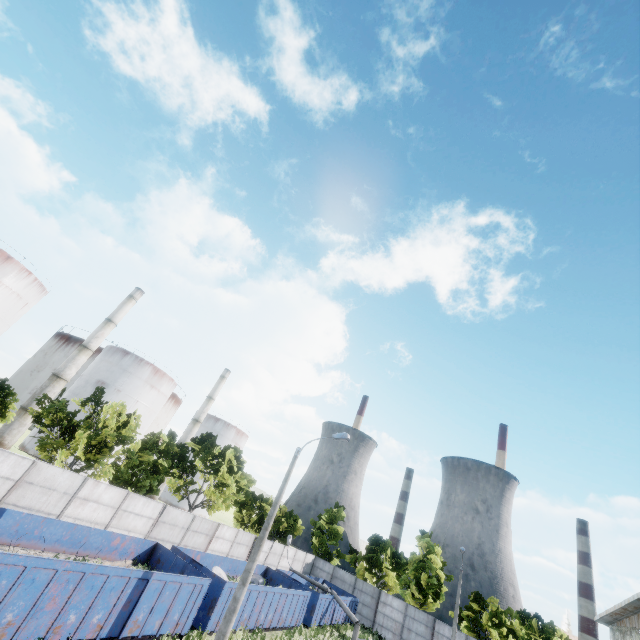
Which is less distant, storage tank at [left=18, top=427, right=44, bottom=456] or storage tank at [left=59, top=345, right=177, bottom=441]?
storage tank at [left=18, top=427, right=44, bottom=456]

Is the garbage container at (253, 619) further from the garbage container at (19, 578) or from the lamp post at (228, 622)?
the lamp post at (228, 622)

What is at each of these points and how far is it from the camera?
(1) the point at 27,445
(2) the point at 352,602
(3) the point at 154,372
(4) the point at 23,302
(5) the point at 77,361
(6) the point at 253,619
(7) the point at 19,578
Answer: (1) storage tank, 43.09m
(2) garbage container, 32.03m
(3) storage tank, 51.50m
(4) storage tank, 38.25m
(5) chimney, 43.34m
(6) garbage container, 18.67m
(7) garbage container, 9.17m

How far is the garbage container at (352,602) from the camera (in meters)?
30.70

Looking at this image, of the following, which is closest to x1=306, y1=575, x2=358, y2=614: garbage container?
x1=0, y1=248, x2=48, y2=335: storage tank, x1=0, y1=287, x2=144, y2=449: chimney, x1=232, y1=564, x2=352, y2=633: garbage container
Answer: x1=232, y1=564, x2=352, y2=633: garbage container

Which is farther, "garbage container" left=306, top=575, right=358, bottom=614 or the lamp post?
"garbage container" left=306, top=575, right=358, bottom=614

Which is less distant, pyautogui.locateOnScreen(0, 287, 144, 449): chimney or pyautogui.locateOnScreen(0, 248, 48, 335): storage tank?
pyautogui.locateOnScreen(0, 248, 48, 335): storage tank

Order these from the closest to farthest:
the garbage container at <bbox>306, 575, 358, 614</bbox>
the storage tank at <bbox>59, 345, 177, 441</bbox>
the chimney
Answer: the garbage container at <bbox>306, 575, 358, 614</bbox>
the chimney
the storage tank at <bbox>59, 345, 177, 441</bbox>
